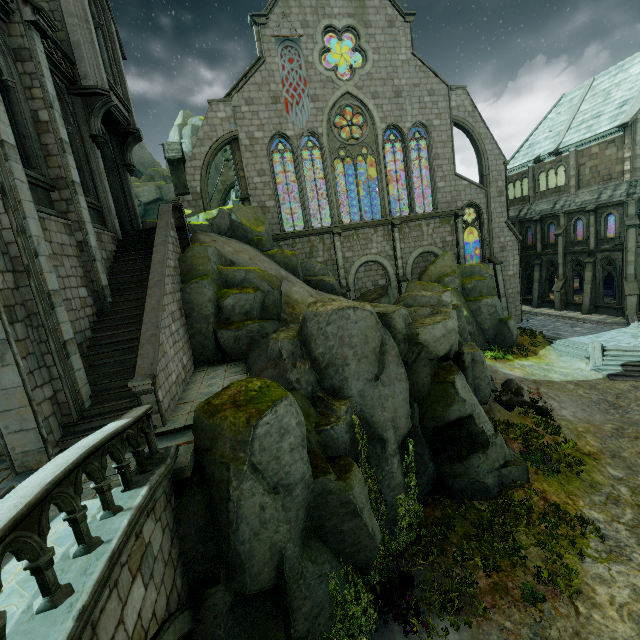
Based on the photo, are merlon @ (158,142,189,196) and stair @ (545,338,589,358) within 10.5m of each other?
no

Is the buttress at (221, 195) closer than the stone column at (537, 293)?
No

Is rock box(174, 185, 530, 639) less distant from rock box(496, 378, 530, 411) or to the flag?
rock box(496, 378, 530, 411)

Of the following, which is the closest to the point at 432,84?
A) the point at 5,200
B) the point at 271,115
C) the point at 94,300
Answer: the point at 271,115

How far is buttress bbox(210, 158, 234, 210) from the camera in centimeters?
3312cm

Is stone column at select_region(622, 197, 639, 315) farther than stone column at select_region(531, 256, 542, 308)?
No

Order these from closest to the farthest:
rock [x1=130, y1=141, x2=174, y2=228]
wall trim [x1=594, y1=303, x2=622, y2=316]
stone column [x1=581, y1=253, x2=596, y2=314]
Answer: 1. wall trim [x1=594, y1=303, x2=622, y2=316]
2. stone column [x1=581, y1=253, x2=596, y2=314]
3. rock [x1=130, y1=141, x2=174, y2=228]

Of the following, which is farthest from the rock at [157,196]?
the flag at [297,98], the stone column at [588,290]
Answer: the stone column at [588,290]
